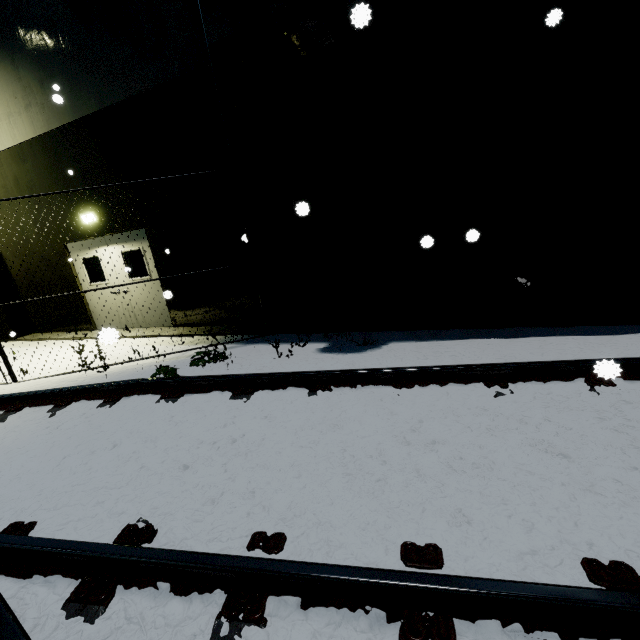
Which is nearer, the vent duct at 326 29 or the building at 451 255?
the vent duct at 326 29

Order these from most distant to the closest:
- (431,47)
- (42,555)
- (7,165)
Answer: (7,165) → (431,47) → (42,555)

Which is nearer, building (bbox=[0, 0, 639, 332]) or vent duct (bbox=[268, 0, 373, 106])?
vent duct (bbox=[268, 0, 373, 106])
